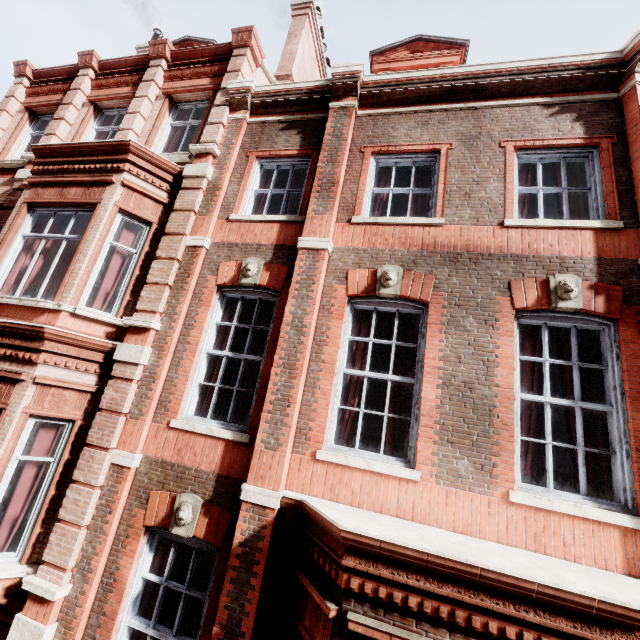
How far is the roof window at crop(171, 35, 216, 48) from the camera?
10.81m

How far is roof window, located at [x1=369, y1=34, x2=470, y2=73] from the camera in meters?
8.4

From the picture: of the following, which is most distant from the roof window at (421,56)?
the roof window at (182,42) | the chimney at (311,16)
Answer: the roof window at (182,42)

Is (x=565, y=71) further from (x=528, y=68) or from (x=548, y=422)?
(x=548, y=422)

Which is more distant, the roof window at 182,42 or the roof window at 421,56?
the roof window at 182,42

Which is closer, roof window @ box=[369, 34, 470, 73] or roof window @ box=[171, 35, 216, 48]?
roof window @ box=[369, 34, 470, 73]

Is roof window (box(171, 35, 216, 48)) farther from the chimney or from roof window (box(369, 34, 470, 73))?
roof window (box(369, 34, 470, 73))
